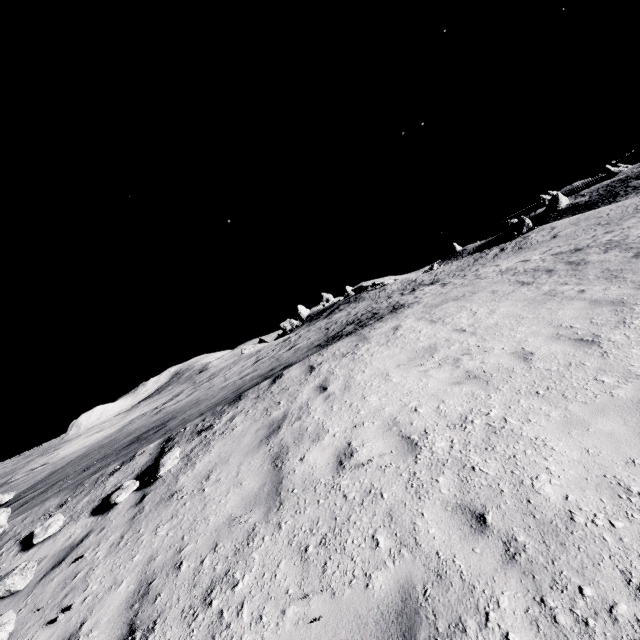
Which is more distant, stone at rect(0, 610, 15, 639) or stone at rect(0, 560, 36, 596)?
stone at rect(0, 560, 36, 596)

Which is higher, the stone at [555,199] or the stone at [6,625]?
the stone at [555,199]

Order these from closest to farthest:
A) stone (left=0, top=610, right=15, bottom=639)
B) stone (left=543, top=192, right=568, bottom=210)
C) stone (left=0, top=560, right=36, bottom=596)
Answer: stone (left=0, top=610, right=15, bottom=639) < stone (left=0, top=560, right=36, bottom=596) < stone (left=543, top=192, right=568, bottom=210)

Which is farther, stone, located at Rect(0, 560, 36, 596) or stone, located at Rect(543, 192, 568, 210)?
stone, located at Rect(543, 192, 568, 210)

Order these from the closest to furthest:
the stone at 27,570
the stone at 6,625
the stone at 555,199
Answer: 1. the stone at 6,625
2. the stone at 27,570
3. the stone at 555,199

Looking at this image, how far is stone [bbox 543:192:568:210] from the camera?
56.7 meters

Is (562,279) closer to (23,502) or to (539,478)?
(539,478)
